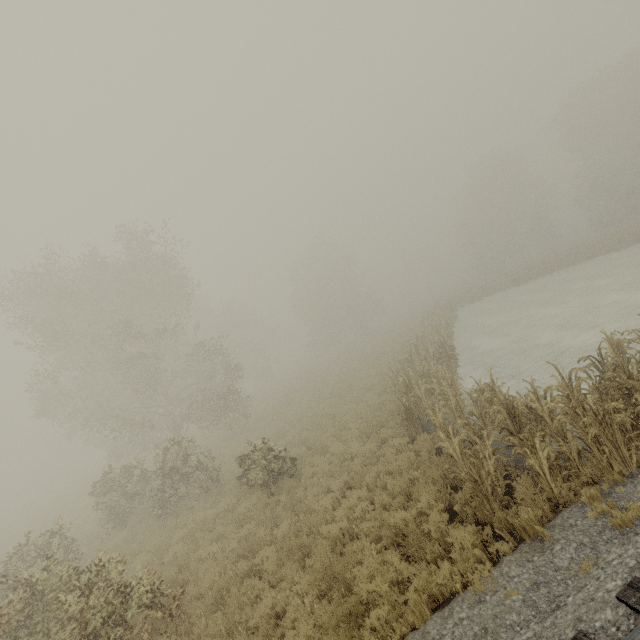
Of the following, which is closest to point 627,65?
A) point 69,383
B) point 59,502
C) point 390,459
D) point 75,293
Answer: point 390,459

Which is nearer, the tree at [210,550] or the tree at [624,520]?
the tree at [624,520]

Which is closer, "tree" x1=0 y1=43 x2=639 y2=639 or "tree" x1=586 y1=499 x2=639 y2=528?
"tree" x1=586 y1=499 x2=639 y2=528
